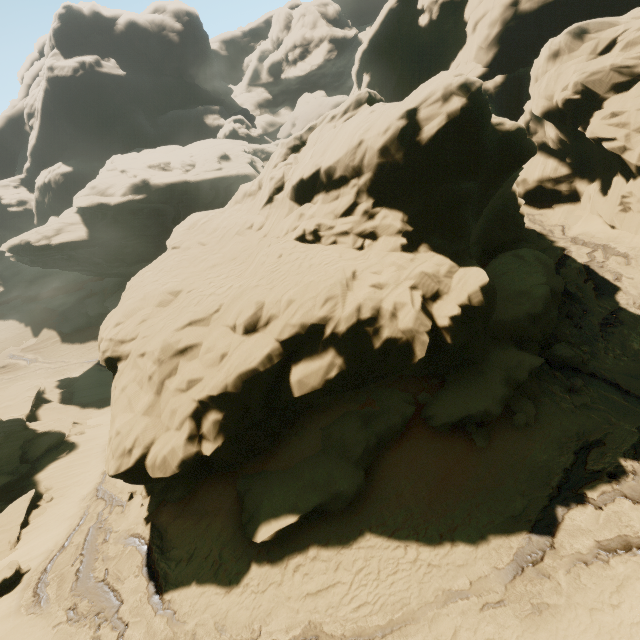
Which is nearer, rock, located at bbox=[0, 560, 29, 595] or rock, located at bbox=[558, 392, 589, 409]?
rock, located at bbox=[558, 392, 589, 409]

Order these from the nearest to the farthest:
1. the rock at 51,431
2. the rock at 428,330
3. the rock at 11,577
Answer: the rock at 428,330 < the rock at 11,577 < the rock at 51,431

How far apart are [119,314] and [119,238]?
32.3m

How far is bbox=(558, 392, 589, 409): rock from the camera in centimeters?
1185cm

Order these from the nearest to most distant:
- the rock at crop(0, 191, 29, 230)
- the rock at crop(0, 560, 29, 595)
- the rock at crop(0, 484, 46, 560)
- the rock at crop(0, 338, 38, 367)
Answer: the rock at crop(0, 560, 29, 595) < the rock at crop(0, 484, 46, 560) < the rock at crop(0, 338, 38, 367) < the rock at crop(0, 191, 29, 230)

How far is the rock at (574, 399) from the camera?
11.9 meters
